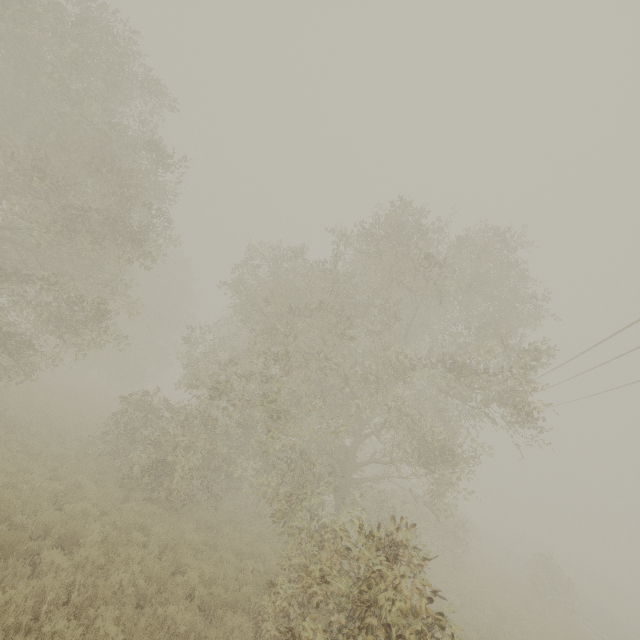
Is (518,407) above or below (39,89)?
below
